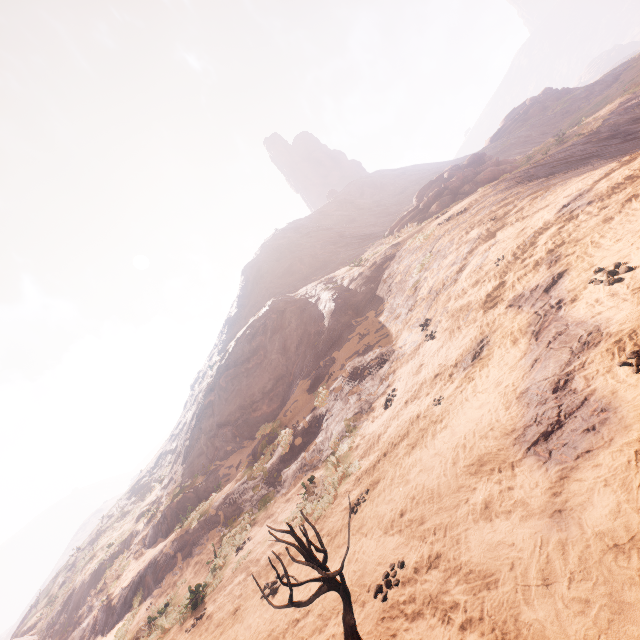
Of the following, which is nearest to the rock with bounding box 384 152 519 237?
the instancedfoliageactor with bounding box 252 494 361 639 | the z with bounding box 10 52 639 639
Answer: the z with bounding box 10 52 639 639

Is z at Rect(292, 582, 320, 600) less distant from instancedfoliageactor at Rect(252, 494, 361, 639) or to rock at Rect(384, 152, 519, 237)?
instancedfoliageactor at Rect(252, 494, 361, 639)

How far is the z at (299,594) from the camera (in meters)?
6.27

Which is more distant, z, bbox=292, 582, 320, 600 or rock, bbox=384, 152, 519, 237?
rock, bbox=384, 152, 519, 237

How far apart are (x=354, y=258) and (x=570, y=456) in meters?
27.5

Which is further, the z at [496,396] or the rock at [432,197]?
the rock at [432,197]

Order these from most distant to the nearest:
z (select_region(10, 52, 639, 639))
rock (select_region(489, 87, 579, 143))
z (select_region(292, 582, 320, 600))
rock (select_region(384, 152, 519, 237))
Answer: rock (select_region(489, 87, 579, 143))
rock (select_region(384, 152, 519, 237))
z (select_region(292, 582, 320, 600))
z (select_region(10, 52, 639, 639))
